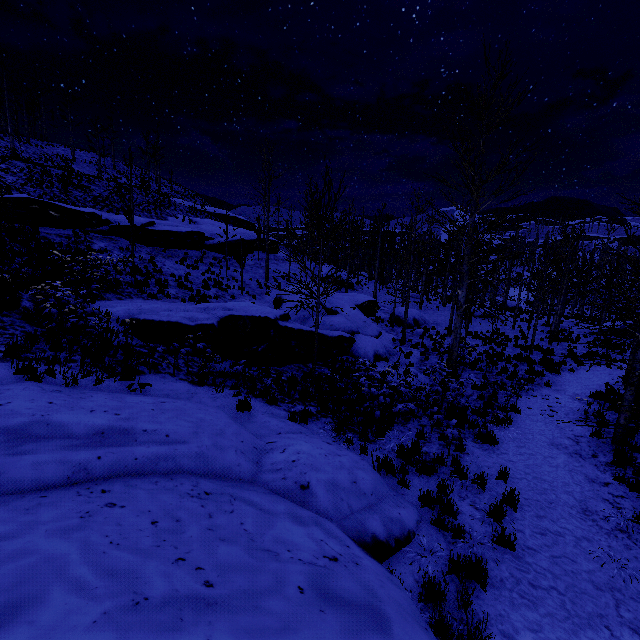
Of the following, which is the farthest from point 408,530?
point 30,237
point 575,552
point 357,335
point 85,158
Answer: point 85,158

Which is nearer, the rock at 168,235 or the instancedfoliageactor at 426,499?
the instancedfoliageactor at 426,499

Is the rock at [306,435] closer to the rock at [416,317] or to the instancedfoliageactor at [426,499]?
the instancedfoliageactor at [426,499]

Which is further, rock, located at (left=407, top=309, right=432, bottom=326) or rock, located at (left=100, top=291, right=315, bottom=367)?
rock, located at (left=407, top=309, right=432, bottom=326)

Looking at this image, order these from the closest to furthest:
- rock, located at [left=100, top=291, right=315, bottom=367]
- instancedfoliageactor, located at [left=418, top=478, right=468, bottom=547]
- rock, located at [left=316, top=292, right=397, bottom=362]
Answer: instancedfoliageactor, located at [left=418, top=478, right=468, bottom=547]
rock, located at [left=100, top=291, right=315, bottom=367]
rock, located at [left=316, top=292, right=397, bottom=362]

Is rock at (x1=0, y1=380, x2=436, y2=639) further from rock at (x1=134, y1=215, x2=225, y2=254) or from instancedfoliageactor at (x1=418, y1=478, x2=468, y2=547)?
rock at (x1=134, y1=215, x2=225, y2=254)

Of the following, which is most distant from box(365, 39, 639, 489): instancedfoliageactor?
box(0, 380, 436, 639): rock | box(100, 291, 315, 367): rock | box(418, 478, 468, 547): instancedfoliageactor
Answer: box(418, 478, 468, 547): instancedfoliageactor

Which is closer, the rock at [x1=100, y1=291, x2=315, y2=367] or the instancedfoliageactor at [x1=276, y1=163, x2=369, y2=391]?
the instancedfoliageactor at [x1=276, y1=163, x2=369, y2=391]
